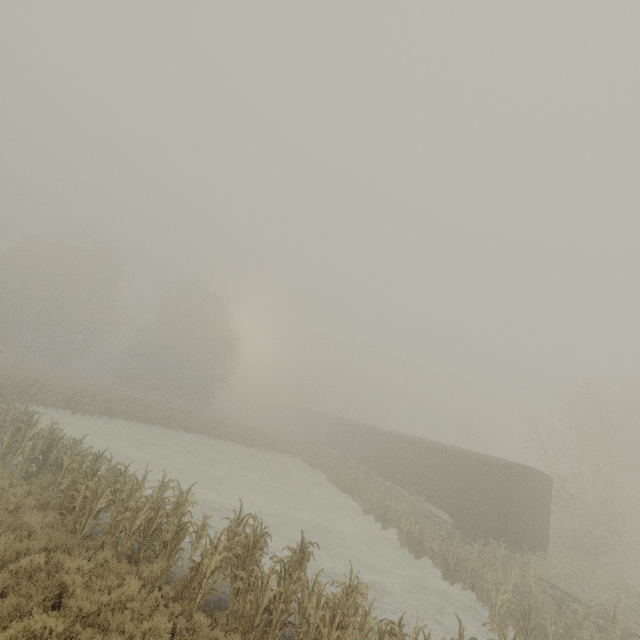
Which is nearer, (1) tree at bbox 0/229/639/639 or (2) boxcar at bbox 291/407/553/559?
(1) tree at bbox 0/229/639/639

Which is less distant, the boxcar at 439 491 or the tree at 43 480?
Result: the tree at 43 480

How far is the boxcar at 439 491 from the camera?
16.4m

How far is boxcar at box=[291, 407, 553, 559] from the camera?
16.4 meters

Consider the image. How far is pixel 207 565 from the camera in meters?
7.9 m
